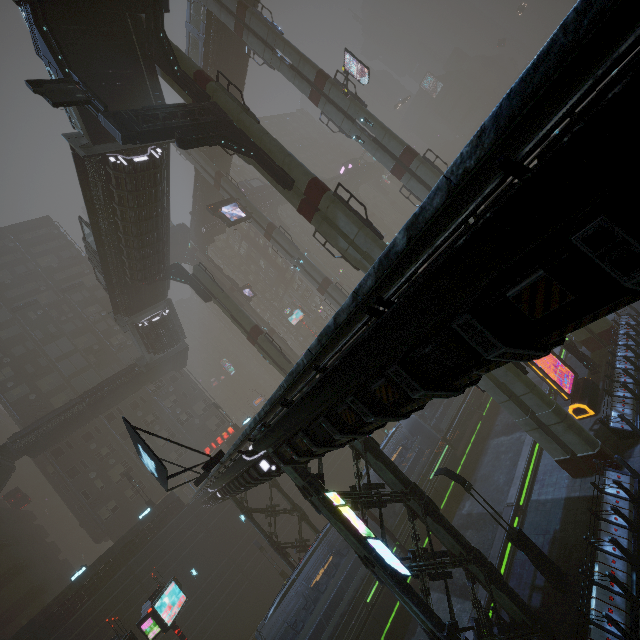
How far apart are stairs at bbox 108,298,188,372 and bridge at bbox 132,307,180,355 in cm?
0

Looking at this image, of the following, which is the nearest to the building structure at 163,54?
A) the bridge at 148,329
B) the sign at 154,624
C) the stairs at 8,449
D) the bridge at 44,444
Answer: the bridge at 148,329

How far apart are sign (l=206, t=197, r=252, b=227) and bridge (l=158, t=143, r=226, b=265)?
13.00m

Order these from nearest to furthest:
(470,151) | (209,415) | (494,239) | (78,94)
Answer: (470,151), (494,239), (78,94), (209,415)

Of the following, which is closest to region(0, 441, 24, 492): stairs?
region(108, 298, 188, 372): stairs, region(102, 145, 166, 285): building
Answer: region(108, 298, 188, 372): stairs

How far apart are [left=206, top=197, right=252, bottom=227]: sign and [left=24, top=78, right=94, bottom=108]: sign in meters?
20.3

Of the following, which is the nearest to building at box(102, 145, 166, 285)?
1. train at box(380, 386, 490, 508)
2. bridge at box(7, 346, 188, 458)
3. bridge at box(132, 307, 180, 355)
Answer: bridge at box(132, 307, 180, 355)

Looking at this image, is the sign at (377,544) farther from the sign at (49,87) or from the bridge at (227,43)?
the bridge at (227,43)
